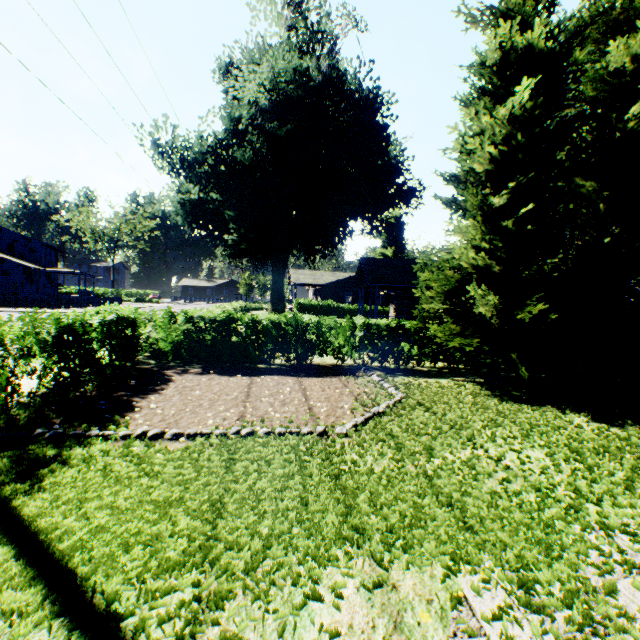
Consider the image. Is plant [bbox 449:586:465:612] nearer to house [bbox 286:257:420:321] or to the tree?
the tree

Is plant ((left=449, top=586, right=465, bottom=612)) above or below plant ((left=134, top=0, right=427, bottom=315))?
below

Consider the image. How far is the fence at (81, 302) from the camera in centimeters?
3262cm

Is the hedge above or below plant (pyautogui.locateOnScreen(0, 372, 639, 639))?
above

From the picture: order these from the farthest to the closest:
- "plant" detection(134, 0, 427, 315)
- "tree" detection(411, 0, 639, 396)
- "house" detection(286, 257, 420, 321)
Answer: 1. "house" detection(286, 257, 420, 321)
2. "plant" detection(134, 0, 427, 315)
3. "tree" detection(411, 0, 639, 396)

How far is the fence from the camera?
32.6m

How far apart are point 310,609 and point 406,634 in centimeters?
73cm

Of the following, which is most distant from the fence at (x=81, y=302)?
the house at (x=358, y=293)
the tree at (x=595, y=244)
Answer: the tree at (x=595, y=244)
